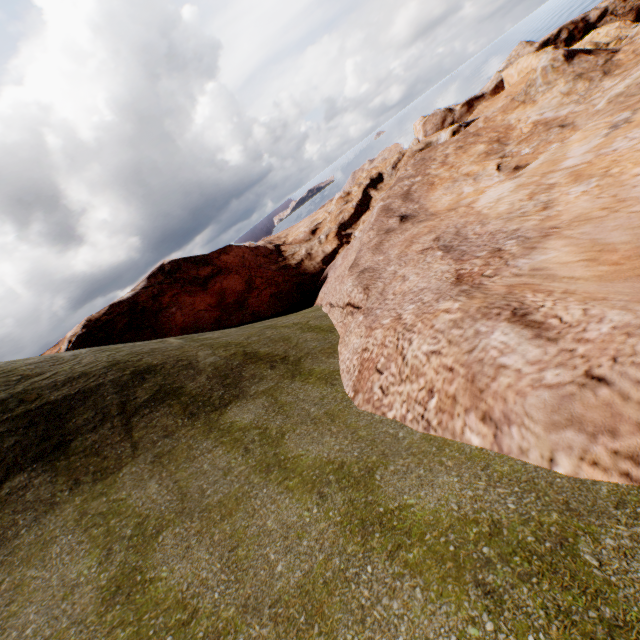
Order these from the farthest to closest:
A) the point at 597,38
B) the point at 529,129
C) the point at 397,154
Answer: the point at 397,154, the point at 597,38, the point at 529,129
